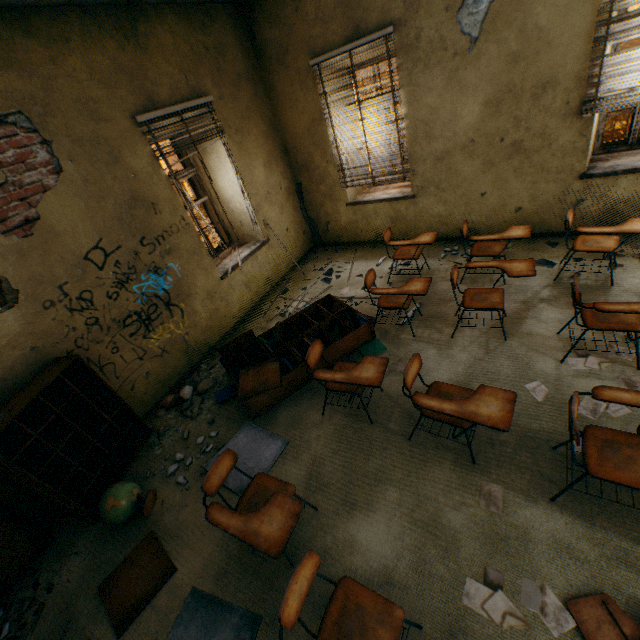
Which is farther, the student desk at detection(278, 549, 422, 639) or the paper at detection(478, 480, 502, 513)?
the paper at detection(478, 480, 502, 513)

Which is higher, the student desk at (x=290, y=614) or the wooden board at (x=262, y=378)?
the student desk at (x=290, y=614)

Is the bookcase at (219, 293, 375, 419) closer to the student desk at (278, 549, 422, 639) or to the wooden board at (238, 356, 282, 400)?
the wooden board at (238, 356, 282, 400)

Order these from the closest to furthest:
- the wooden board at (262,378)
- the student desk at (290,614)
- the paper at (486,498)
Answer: the student desk at (290,614)
the paper at (486,498)
the wooden board at (262,378)

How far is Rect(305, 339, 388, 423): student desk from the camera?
2.7 meters

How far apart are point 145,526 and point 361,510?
2.0m

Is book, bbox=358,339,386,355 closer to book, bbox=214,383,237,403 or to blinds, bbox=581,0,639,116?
book, bbox=214,383,237,403

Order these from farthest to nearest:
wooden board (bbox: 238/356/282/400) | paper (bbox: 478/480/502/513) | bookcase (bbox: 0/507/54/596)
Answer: wooden board (bbox: 238/356/282/400)
bookcase (bbox: 0/507/54/596)
paper (bbox: 478/480/502/513)
